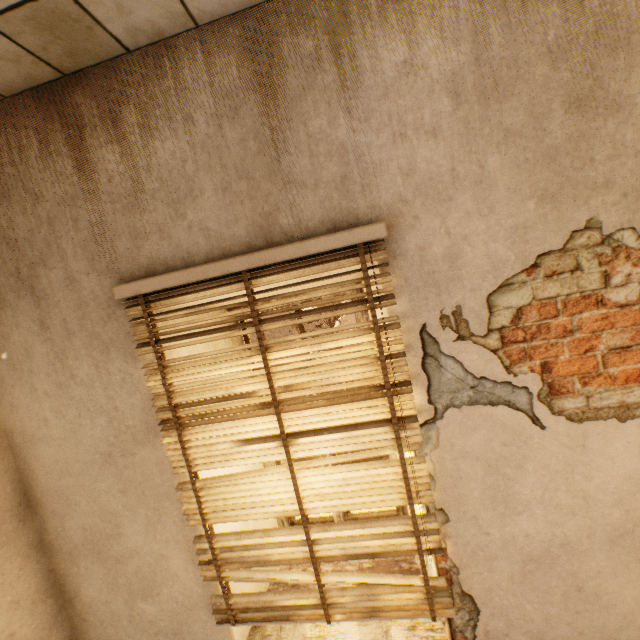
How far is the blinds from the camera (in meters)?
1.43

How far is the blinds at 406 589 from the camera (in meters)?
1.43

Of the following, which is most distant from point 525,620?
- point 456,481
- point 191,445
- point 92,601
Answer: point 92,601
